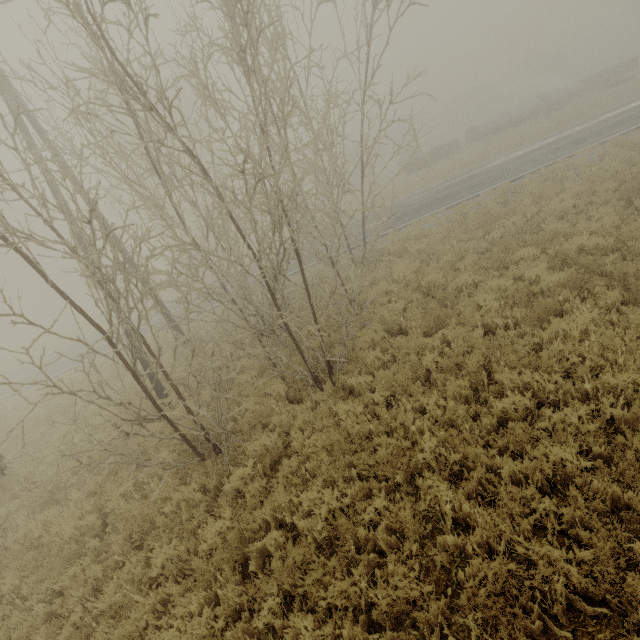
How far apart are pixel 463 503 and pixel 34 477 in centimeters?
1116cm

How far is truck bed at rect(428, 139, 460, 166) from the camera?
30.49m

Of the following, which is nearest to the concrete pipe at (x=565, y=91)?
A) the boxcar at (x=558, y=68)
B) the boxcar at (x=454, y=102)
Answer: the boxcar at (x=558, y=68)

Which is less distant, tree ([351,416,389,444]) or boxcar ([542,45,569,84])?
tree ([351,416,389,444])

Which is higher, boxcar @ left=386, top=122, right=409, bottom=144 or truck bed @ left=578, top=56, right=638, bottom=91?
boxcar @ left=386, top=122, right=409, bottom=144

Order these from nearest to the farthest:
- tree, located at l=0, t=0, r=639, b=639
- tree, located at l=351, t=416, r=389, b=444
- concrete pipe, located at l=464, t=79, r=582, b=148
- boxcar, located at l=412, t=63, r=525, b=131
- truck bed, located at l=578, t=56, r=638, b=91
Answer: tree, located at l=0, t=0, r=639, b=639 < tree, located at l=351, t=416, r=389, b=444 < concrete pipe, located at l=464, t=79, r=582, b=148 < truck bed, located at l=578, t=56, r=638, b=91 < boxcar, located at l=412, t=63, r=525, b=131

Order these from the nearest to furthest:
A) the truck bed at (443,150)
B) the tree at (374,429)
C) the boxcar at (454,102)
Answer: the tree at (374,429) < the truck bed at (443,150) < the boxcar at (454,102)

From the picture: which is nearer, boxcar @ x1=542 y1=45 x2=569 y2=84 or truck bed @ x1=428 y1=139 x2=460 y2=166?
truck bed @ x1=428 y1=139 x2=460 y2=166
